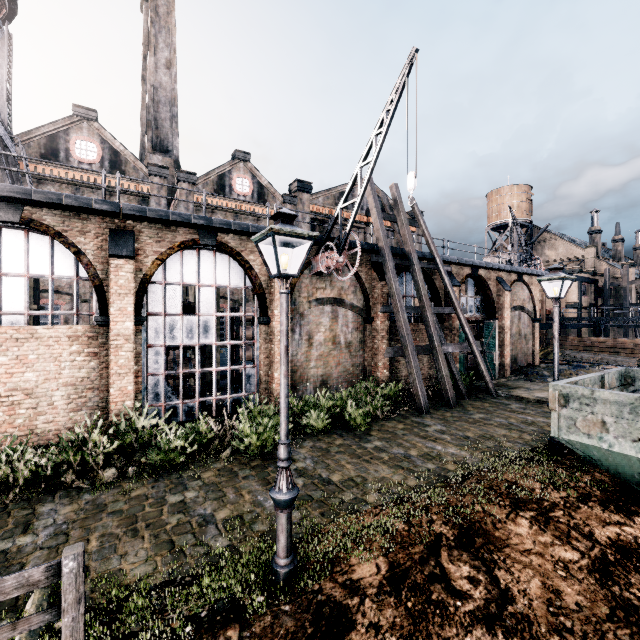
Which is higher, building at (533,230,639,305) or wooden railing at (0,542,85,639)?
building at (533,230,639,305)

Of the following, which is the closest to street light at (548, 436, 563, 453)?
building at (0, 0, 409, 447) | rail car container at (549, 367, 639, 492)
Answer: rail car container at (549, 367, 639, 492)

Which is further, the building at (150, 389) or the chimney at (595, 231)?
the chimney at (595, 231)

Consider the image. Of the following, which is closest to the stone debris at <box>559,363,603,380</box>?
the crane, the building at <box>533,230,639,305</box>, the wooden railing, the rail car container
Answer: the rail car container

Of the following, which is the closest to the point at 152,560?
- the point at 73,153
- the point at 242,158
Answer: the point at 73,153

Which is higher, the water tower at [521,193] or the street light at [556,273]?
the water tower at [521,193]

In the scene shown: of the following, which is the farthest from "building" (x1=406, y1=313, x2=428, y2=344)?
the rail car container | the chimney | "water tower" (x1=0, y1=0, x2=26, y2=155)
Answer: the chimney

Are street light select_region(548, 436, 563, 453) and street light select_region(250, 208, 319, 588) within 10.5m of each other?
yes
